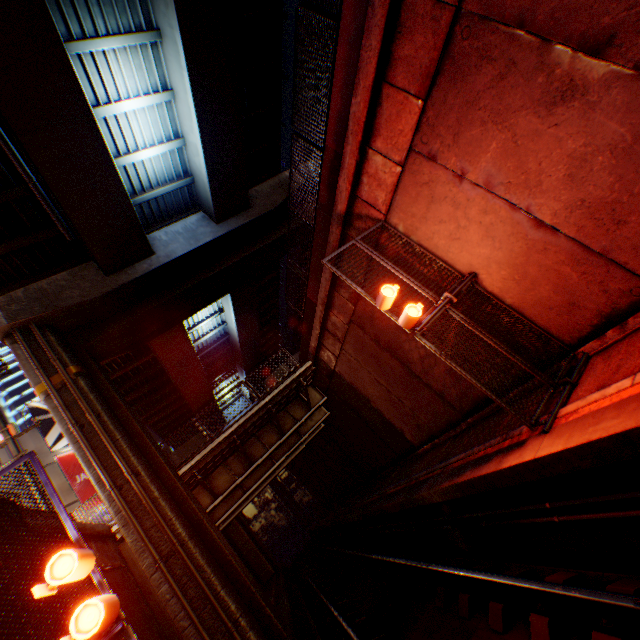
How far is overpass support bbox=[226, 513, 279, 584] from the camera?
29.6 meters

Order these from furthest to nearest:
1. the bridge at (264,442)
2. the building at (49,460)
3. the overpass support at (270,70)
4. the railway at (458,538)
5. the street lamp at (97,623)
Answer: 1. the building at (49,460)
2. the bridge at (264,442)
3. the overpass support at (270,70)
4. the railway at (458,538)
5. the street lamp at (97,623)

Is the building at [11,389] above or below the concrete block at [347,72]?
above

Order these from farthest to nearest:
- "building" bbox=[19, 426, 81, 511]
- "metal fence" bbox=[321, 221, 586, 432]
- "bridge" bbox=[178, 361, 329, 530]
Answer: → "building" bbox=[19, 426, 81, 511] → "bridge" bbox=[178, 361, 329, 530] → "metal fence" bbox=[321, 221, 586, 432]

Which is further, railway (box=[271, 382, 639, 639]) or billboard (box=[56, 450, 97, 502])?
billboard (box=[56, 450, 97, 502])

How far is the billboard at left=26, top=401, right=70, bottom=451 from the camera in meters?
21.1 m

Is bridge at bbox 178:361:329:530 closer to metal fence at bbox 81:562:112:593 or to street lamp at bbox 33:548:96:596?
metal fence at bbox 81:562:112:593

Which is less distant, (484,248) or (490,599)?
(490,599)
